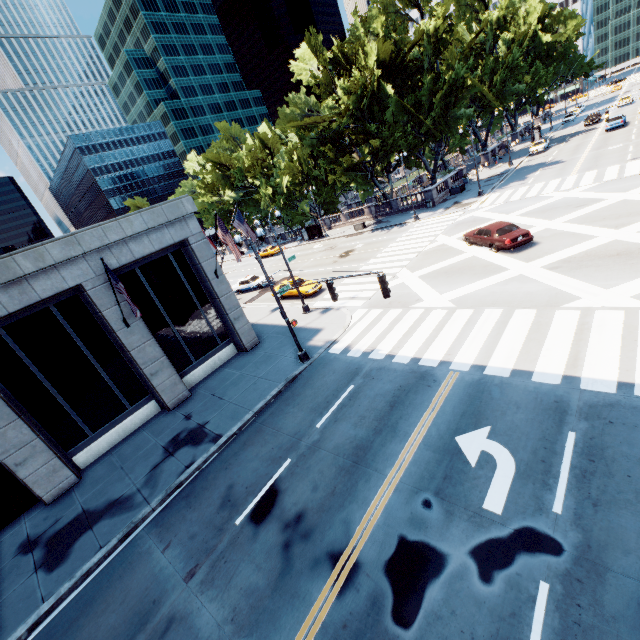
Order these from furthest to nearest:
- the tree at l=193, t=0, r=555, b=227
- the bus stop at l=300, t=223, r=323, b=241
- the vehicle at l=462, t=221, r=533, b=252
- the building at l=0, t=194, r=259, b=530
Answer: the bus stop at l=300, t=223, r=323, b=241 → the tree at l=193, t=0, r=555, b=227 → the vehicle at l=462, t=221, r=533, b=252 → the building at l=0, t=194, r=259, b=530

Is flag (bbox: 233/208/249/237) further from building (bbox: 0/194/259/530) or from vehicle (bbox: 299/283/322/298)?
vehicle (bbox: 299/283/322/298)

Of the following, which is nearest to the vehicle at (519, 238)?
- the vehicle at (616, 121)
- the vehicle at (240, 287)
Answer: the vehicle at (240, 287)

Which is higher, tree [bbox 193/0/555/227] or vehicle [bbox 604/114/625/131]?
tree [bbox 193/0/555/227]

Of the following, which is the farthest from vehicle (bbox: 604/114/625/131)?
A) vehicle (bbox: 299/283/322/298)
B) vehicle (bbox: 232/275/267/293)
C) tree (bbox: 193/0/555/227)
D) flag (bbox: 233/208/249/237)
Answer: flag (bbox: 233/208/249/237)

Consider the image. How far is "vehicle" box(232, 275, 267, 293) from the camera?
34.89m

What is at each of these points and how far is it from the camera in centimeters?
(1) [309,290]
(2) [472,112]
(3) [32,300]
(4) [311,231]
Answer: (1) vehicle, 2591cm
(2) tree, 3519cm
(3) building, 1343cm
(4) bus stop, 5041cm

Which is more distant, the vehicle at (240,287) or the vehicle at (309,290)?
the vehicle at (240,287)
